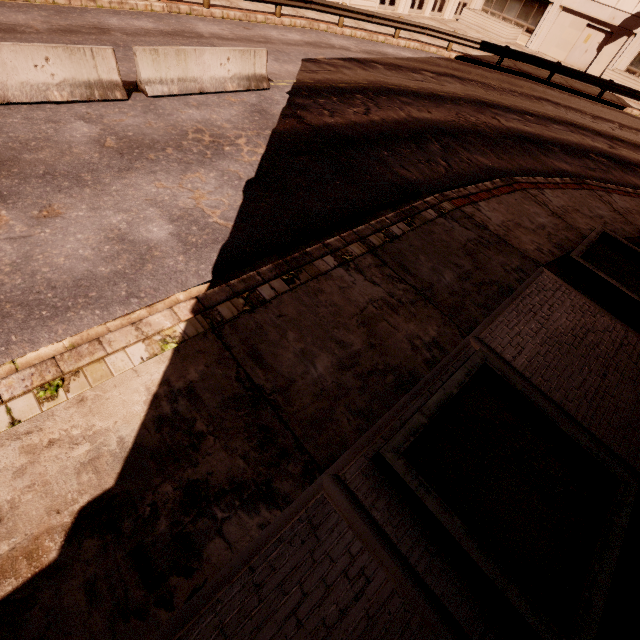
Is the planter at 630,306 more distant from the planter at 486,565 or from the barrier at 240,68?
the barrier at 240,68

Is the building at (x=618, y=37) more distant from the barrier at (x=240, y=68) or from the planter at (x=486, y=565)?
the planter at (x=486, y=565)

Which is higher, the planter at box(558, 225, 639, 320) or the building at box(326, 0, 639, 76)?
the building at box(326, 0, 639, 76)

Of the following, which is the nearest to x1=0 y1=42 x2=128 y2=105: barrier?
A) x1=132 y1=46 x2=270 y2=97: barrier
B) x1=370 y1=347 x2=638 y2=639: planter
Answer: x1=132 y1=46 x2=270 y2=97: barrier

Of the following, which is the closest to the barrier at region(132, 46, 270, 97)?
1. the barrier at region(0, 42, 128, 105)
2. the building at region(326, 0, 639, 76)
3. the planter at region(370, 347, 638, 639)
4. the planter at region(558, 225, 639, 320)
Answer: the barrier at region(0, 42, 128, 105)

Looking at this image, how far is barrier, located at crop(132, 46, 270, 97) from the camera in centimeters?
831cm

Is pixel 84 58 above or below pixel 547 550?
above

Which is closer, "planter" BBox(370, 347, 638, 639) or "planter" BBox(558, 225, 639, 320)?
"planter" BBox(370, 347, 638, 639)
